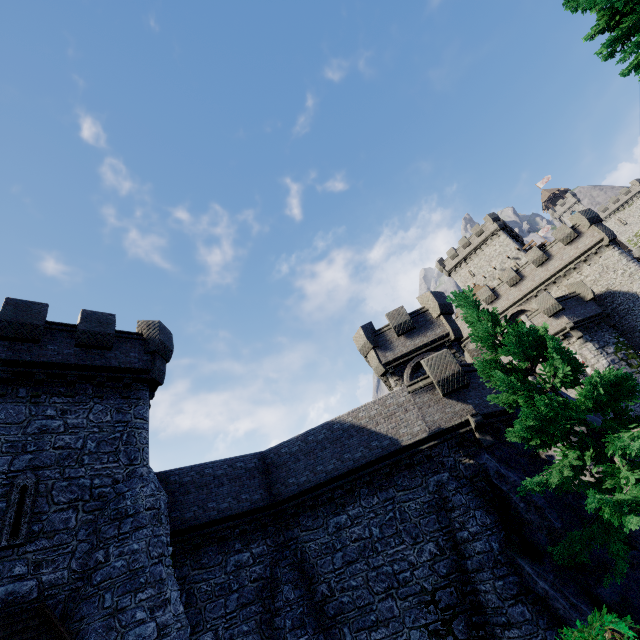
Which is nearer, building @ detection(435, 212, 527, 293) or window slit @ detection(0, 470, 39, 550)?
window slit @ detection(0, 470, 39, 550)

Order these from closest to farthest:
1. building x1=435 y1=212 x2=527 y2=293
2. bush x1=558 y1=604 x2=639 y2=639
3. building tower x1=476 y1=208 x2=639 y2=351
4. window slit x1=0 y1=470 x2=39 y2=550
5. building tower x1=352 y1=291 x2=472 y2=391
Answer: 1. bush x1=558 y1=604 x2=639 y2=639
2. window slit x1=0 y1=470 x2=39 y2=550
3. building tower x1=352 y1=291 x2=472 y2=391
4. building tower x1=476 y1=208 x2=639 y2=351
5. building x1=435 y1=212 x2=527 y2=293

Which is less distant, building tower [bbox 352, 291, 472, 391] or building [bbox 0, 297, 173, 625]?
building [bbox 0, 297, 173, 625]

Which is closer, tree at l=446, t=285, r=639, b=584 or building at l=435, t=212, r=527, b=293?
tree at l=446, t=285, r=639, b=584

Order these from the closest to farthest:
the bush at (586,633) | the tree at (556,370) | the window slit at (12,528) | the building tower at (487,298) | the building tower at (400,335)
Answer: the bush at (586,633)
the tree at (556,370)
the window slit at (12,528)
the building tower at (400,335)
the building tower at (487,298)

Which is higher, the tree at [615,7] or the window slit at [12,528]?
the tree at [615,7]

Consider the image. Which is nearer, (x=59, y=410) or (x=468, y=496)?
(x=59, y=410)

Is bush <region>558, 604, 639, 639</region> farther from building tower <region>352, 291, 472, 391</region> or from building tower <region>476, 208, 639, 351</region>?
building tower <region>476, 208, 639, 351</region>
